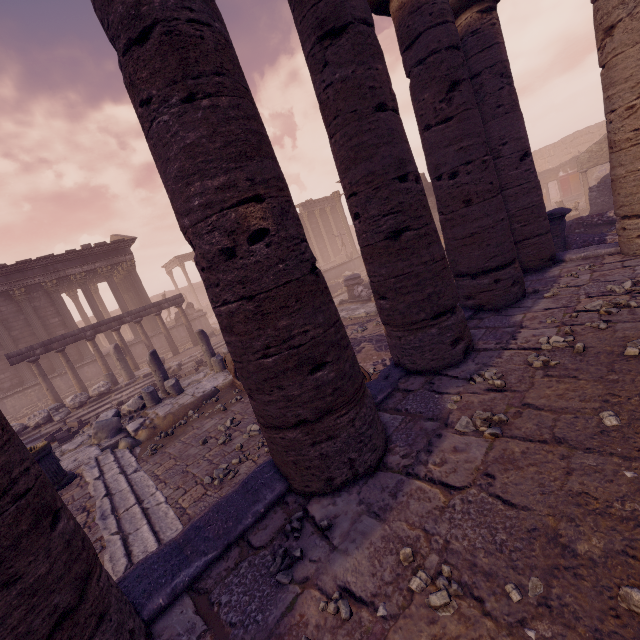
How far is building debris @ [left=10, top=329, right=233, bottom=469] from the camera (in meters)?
8.16

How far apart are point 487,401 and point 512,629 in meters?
1.9 m

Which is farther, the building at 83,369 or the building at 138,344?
the building at 138,344

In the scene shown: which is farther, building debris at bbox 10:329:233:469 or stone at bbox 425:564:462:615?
building debris at bbox 10:329:233:469

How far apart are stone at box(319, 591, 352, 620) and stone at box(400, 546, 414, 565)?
0.4 meters

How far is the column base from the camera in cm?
592

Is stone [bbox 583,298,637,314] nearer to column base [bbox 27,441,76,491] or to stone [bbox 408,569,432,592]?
stone [bbox 408,569,432,592]

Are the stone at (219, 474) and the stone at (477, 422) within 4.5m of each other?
yes
